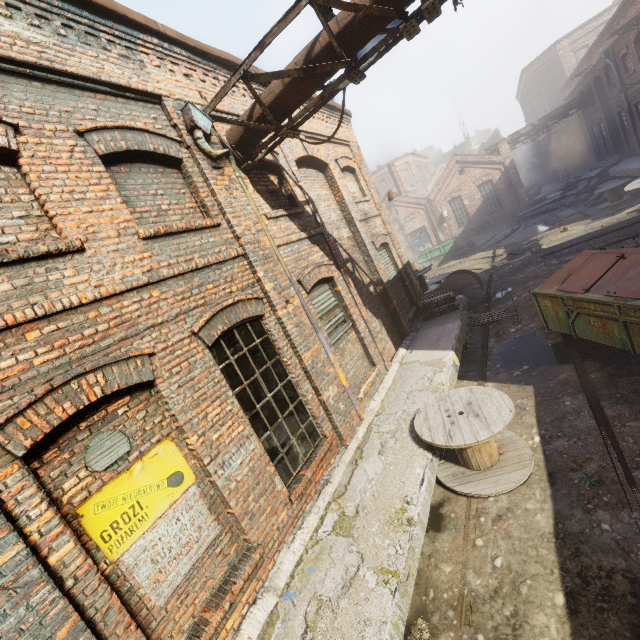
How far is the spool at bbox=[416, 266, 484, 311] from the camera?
12.1m

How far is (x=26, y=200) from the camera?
3.3m

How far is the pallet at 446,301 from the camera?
10.6 meters

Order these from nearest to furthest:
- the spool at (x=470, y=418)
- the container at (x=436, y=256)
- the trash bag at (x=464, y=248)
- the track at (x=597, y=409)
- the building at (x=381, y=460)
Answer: the building at (x=381, y=460) → the track at (x=597, y=409) → the spool at (x=470, y=418) → the trash bag at (x=464, y=248) → the container at (x=436, y=256)

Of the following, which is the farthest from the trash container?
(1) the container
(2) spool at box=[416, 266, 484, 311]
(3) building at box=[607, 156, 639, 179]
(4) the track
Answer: (1) the container

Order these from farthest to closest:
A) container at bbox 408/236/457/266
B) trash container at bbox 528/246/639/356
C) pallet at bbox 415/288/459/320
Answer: container at bbox 408/236/457/266 → pallet at bbox 415/288/459/320 → trash container at bbox 528/246/639/356

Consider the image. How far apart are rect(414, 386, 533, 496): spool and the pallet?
5.1m

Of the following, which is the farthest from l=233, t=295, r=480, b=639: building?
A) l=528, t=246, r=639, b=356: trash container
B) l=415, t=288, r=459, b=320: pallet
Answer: l=528, t=246, r=639, b=356: trash container
